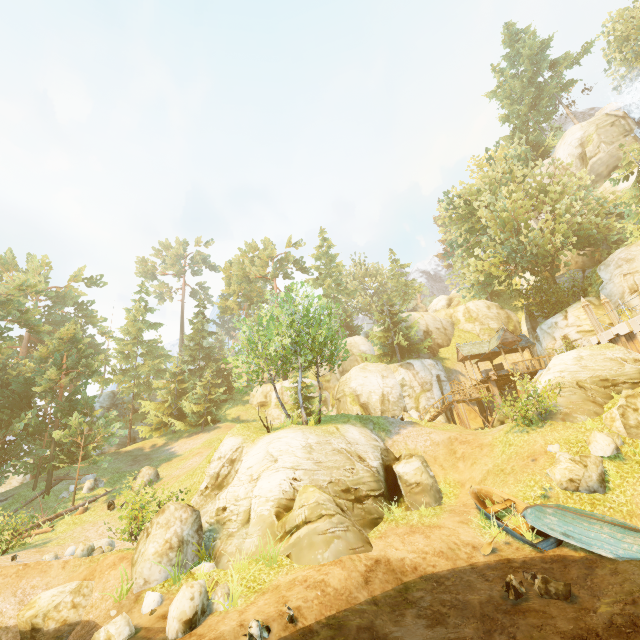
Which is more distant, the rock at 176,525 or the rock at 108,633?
the rock at 176,525

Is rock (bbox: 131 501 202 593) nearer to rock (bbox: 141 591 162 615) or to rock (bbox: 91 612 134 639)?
rock (bbox: 141 591 162 615)

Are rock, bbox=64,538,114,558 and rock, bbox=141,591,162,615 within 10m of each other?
yes

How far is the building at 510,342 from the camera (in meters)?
30.21

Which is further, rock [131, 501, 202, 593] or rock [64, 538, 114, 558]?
rock [64, 538, 114, 558]

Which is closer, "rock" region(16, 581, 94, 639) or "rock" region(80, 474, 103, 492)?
"rock" region(16, 581, 94, 639)

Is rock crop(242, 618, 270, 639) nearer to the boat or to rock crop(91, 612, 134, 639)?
rock crop(91, 612, 134, 639)

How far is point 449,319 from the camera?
46.00m
